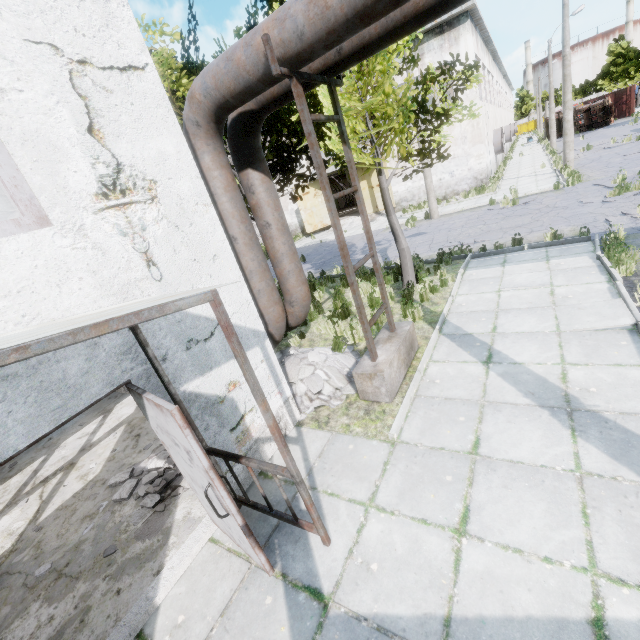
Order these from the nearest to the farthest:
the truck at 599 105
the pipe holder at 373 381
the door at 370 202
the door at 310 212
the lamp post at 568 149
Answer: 1. the pipe holder at 373 381
2. the lamp post at 568 149
3. the door at 370 202
4. the door at 310 212
5. the truck at 599 105

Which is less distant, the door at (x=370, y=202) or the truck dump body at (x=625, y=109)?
the door at (x=370, y=202)

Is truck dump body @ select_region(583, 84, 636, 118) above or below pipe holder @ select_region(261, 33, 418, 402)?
above

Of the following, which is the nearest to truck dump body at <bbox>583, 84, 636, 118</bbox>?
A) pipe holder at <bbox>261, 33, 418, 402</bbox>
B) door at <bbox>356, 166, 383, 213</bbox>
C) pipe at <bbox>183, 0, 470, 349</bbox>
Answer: door at <bbox>356, 166, 383, 213</bbox>

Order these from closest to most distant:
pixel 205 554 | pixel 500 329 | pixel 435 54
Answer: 1. pixel 205 554
2. pixel 500 329
3. pixel 435 54

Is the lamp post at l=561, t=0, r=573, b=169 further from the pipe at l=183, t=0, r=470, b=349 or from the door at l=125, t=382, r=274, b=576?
the door at l=125, t=382, r=274, b=576

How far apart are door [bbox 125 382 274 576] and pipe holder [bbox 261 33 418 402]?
2.7 meters

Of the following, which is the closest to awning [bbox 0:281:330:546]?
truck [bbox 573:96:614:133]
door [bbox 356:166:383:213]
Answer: door [bbox 356:166:383:213]
